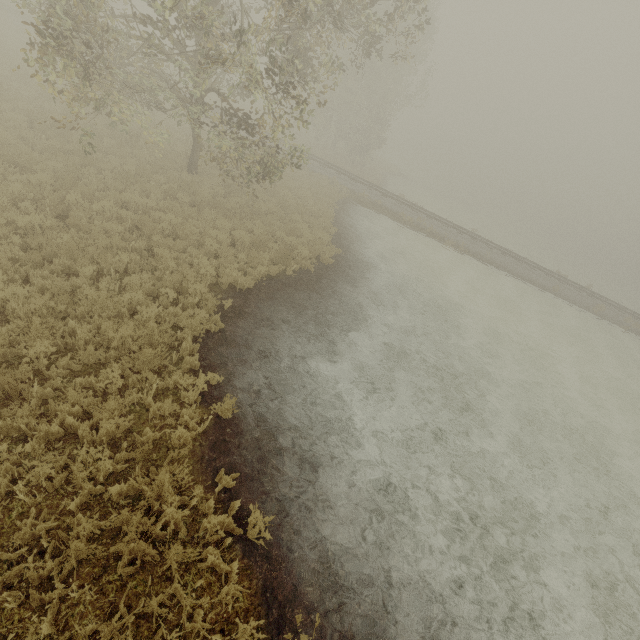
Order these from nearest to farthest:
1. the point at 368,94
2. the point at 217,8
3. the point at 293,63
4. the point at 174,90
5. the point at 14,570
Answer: the point at 14,570 → the point at 293,63 → the point at 174,90 → the point at 368,94 → the point at 217,8
